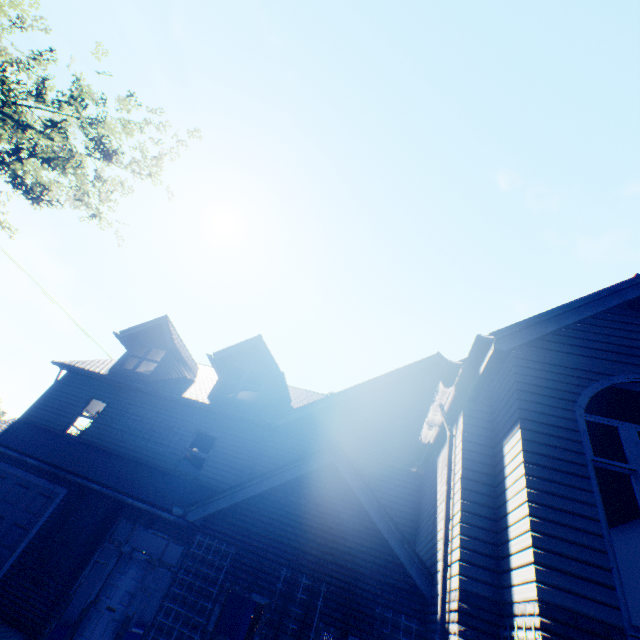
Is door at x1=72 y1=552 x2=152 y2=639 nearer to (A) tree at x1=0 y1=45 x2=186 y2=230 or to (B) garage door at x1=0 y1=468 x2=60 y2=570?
(B) garage door at x1=0 y1=468 x2=60 y2=570

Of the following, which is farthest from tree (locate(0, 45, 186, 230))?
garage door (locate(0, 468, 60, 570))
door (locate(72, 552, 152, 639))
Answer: door (locate(72, 552, 152, 639))

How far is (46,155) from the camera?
11.77m

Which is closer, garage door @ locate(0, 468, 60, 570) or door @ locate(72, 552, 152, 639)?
door @ locate(72, 552, 152, 639)

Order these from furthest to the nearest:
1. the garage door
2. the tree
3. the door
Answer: the tree
the garage door
the door

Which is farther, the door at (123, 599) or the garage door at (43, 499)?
the garage door at (43, 499)

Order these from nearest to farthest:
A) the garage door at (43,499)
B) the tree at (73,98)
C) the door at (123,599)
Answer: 1. the door at (123,599)
2. the garage door at (43,499)
3. the tree at (73,98)
